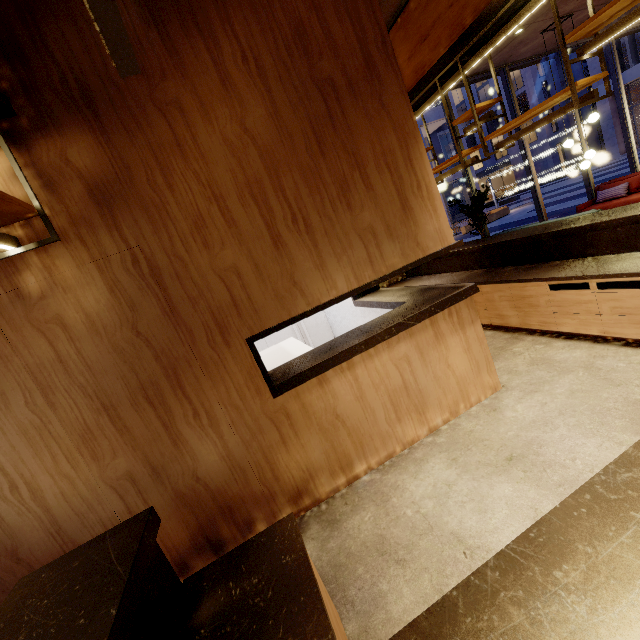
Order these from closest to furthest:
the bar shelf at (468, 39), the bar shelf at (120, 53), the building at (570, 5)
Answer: the bar shelf at (120, 53) < the bar shelf at (468, 39) < the building at (570, 5)

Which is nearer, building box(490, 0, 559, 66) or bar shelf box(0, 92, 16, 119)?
bar shelf box(0, 92, 16, 119)

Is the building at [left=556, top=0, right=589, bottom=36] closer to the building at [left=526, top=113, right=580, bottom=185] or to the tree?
the tree

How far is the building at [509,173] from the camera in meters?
39.8 m

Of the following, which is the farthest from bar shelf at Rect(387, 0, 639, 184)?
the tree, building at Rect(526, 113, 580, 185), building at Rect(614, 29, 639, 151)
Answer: building at Rect(526, 113, 580, 185)

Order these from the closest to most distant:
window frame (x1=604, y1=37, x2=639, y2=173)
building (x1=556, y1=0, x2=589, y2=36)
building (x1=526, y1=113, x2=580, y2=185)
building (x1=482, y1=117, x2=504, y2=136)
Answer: building (x1=556, y1=0, x2=589, y2=36) < window frame (x1=604, y1=37, x2=639, y2=173) < building (x1=526, y1=113, x2=580, y2=185) < building (x1=482, y1=117, x2=504, y2=136)

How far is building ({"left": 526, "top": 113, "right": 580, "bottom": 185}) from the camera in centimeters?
3628cm

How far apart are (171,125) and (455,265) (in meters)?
5.06
